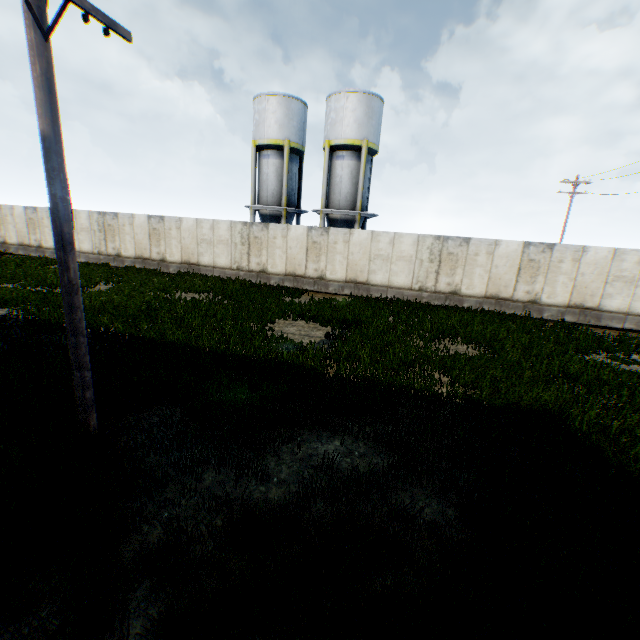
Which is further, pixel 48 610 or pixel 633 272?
pixel 633 272

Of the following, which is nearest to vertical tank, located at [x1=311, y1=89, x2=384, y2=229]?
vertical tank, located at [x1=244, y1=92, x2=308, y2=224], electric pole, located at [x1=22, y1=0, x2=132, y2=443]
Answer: vertical tank, located at [x1=244, y1=92, x2=308, y2=224]

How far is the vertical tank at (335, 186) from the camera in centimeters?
Result: 2141cm

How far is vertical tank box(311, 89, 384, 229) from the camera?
21.4m

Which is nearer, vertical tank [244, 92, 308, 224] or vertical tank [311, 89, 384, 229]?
vertical tank [311, 89, 384, 229]

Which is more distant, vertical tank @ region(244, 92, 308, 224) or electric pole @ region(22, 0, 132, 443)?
vertical tank @ region(244, 92, 308, 224)

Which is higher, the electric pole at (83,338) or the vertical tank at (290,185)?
the vertical tank at (290,185)
